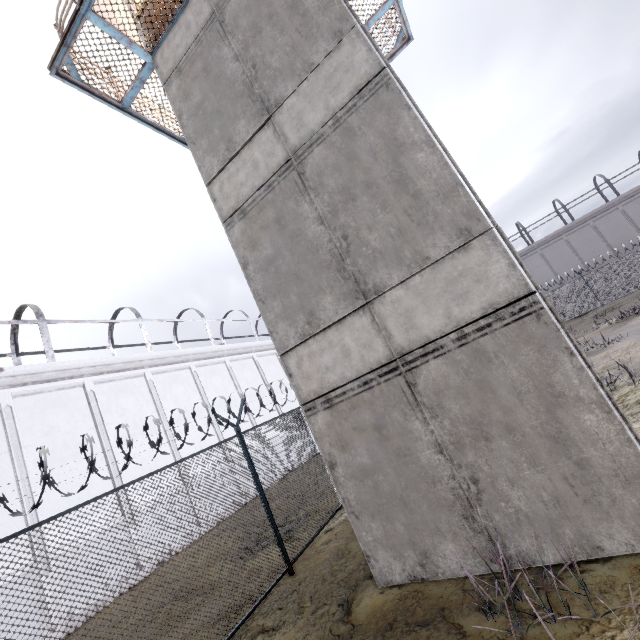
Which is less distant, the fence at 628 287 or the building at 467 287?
the building at 467 287

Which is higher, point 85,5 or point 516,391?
point 85,5

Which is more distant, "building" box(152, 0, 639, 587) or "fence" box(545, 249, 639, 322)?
"fence" box(545, 249, 639, 322)
